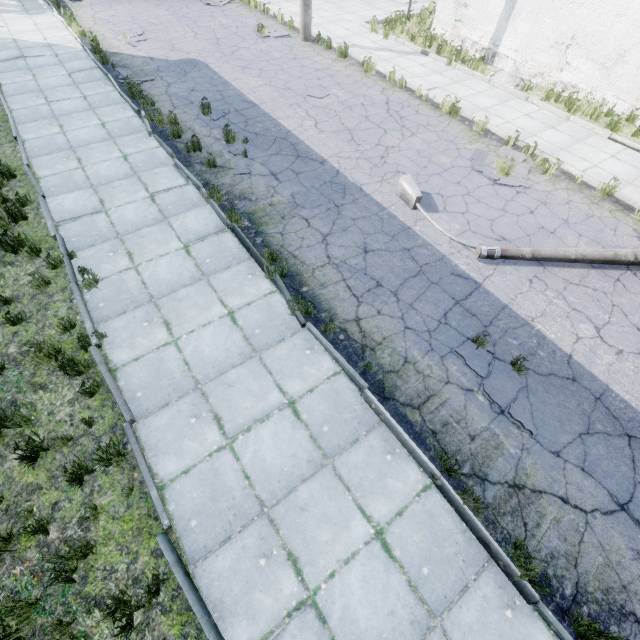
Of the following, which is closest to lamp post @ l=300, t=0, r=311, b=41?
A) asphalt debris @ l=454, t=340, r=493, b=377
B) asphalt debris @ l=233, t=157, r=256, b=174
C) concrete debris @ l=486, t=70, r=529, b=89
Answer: concrete debris @ l=486, t=70, r=529, b=89

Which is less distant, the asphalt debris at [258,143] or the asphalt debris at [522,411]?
the asphalt debris at [522,411]

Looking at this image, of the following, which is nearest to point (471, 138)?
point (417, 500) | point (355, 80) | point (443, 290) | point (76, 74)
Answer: point (355, 80)

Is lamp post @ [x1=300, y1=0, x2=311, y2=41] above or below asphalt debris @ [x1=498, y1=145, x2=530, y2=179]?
above

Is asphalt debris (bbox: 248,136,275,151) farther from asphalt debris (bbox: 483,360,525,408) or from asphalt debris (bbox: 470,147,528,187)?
asphalt debris (bbox: 483,360,525,408)

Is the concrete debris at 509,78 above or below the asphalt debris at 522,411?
above

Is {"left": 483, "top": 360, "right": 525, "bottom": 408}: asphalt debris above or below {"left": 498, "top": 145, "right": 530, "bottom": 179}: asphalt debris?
below

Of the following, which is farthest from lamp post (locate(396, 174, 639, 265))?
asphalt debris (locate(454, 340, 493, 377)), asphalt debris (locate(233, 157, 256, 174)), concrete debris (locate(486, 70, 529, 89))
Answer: concrete debris (locate(486, 70, 529, 89))
